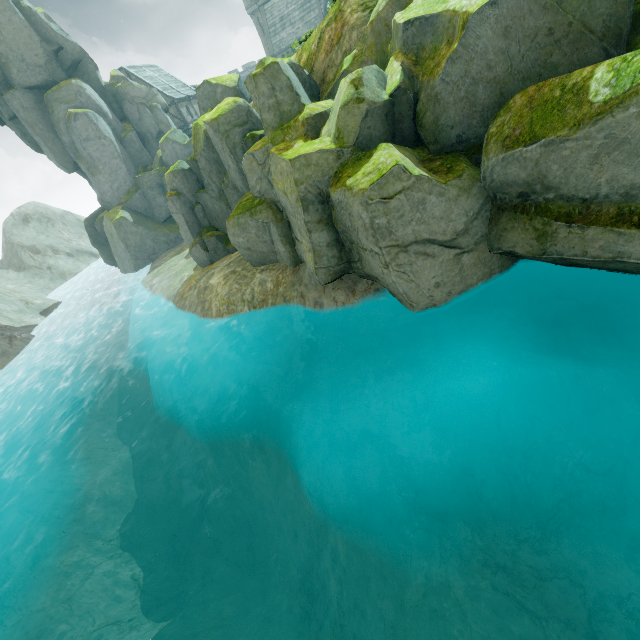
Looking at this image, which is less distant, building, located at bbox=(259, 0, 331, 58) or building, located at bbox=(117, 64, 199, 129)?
building, located at bbox=(117, 64, 199, 129)

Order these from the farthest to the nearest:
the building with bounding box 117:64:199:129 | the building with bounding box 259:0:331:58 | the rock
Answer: the building with bounding box 259:0:331:58
the building with bounding box 117:64:199:129
the rock

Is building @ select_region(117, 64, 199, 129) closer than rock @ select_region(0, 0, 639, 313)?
No

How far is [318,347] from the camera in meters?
12.2 m

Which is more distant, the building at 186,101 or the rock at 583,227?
the building at 186,101

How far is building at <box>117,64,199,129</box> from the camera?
43.6 meters

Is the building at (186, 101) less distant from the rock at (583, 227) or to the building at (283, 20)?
the rock at (583, 227)

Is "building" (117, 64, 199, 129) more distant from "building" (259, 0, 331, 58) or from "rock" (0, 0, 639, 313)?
"building" (259, 0, 331, 58)
